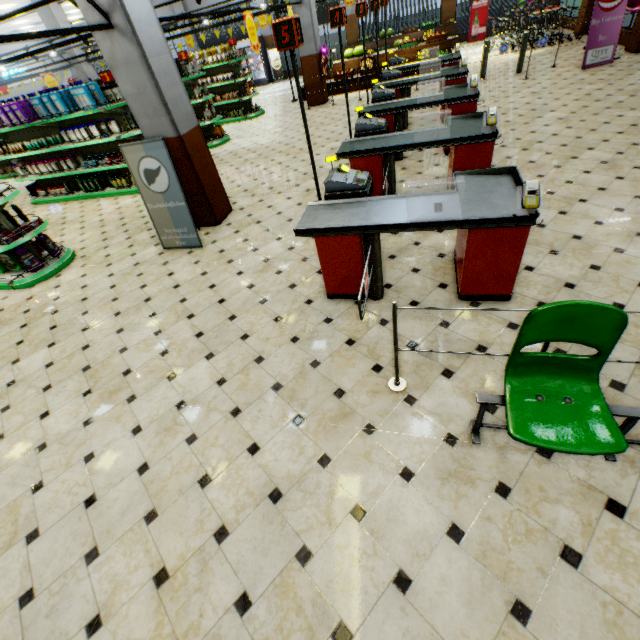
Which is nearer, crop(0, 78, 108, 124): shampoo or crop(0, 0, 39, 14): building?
crop(0, 78, 108, 124): shampoo

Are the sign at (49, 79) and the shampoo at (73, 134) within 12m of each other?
yes

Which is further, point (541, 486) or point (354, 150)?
point (354, 150)

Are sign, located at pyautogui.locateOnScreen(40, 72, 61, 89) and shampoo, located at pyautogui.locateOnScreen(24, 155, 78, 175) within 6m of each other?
no

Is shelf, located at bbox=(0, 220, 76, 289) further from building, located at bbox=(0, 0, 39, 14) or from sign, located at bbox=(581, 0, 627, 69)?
sign, located at bbox=(581, 0, 627, 69)

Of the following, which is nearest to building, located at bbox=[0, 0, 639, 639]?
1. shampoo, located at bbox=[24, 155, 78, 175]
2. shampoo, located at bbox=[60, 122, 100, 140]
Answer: shampoo, located at bbox=[24, 155, 78, 175]

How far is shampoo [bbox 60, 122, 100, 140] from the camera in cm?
775

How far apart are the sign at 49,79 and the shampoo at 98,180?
7.4 meters
